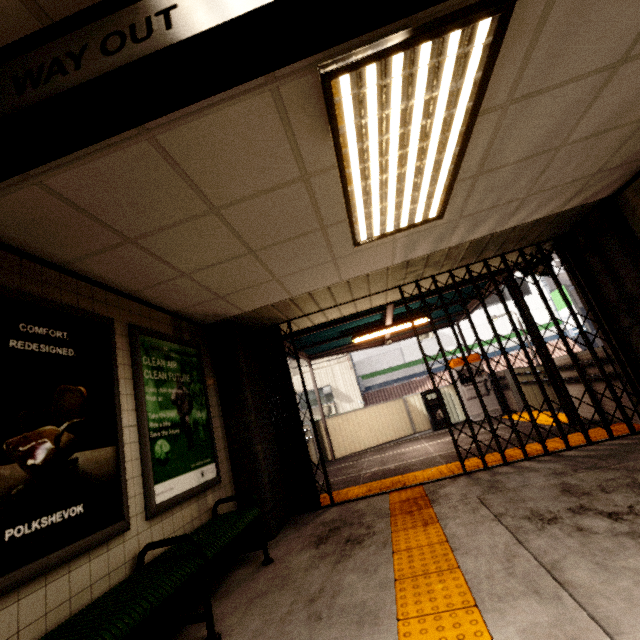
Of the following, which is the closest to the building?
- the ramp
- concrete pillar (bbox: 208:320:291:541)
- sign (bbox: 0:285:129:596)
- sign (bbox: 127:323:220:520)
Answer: sign (bbox: 0:285:129:596)

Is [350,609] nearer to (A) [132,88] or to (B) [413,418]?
(A) [132,88]

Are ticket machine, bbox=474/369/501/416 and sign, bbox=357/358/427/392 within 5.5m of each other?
no

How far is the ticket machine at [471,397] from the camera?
9.4m

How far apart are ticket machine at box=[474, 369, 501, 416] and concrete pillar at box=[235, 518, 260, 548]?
6.18m

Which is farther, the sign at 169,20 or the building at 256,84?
the building at 256,84

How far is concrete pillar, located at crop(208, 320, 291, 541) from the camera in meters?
4.2 m

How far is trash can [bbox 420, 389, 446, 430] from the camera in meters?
9.6 m
